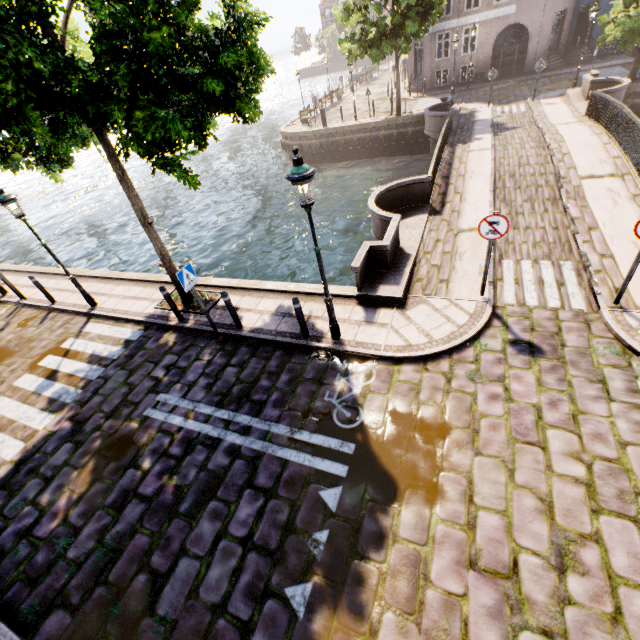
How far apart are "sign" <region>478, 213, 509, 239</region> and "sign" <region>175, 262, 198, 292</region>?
6.1 meters

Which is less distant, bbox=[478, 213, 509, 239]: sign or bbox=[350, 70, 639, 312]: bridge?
bbox=[478, 213, 509, 239]: sign

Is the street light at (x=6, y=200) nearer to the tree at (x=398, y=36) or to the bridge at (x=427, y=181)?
the tree at (x=398, y=36)

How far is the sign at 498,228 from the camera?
6.1m

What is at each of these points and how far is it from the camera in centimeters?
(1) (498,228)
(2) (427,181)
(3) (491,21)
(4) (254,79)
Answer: (1) sign, 620cm
(2) bridge, 1078cm
(3) building, 2461cm
(4) tree, 575cm

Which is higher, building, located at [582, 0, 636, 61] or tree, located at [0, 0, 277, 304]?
tree, located at [0, 0, 277, 304]

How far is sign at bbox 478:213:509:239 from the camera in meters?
6.1 m

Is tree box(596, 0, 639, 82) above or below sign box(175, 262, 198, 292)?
above
